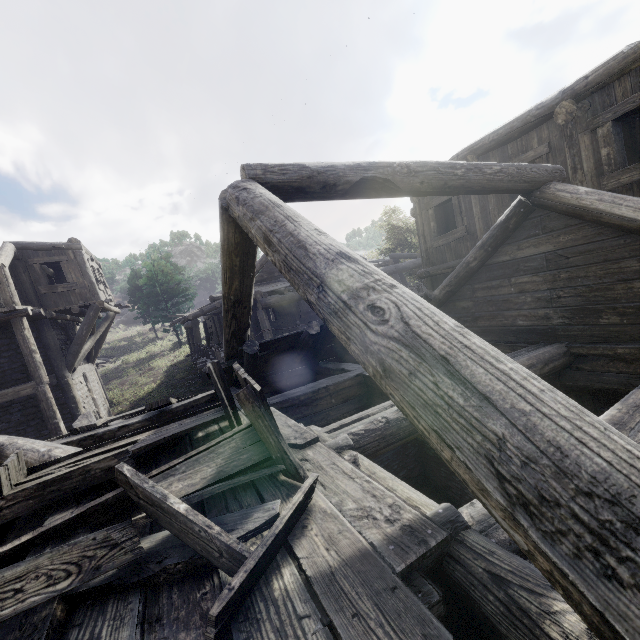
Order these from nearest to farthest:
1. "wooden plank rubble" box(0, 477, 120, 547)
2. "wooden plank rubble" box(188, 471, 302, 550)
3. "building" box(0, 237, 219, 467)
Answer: "wooden plank rubble" box(188, 471, 302, 550)
"wooden plank rubble" box(0, 477, 120, 547)
"building" box(0, 237, 219, 467)

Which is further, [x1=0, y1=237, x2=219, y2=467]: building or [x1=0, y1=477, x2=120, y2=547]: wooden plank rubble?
[x1=0, y1=237, x2=219, y2=467]: building

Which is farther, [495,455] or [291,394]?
[291,394]

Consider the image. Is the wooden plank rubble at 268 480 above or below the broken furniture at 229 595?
below

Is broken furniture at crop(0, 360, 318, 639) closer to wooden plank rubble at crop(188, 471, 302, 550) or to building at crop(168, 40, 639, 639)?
wooden plank rubble at crop(188, 471, 302, 550)

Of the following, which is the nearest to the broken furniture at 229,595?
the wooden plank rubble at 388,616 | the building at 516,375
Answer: the wooden plank rubble at 388,616
